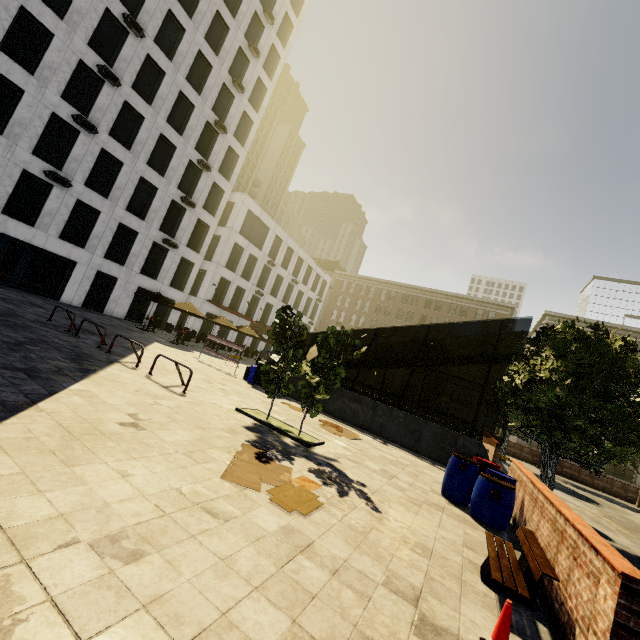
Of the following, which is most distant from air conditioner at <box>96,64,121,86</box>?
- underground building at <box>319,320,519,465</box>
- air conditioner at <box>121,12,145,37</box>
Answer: underground building at <box>319,320,519,465</box>

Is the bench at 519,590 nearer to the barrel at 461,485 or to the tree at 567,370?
the barrel at 461,485

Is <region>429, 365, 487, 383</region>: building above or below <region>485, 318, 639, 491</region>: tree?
above

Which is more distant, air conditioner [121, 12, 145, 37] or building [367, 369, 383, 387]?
building [367, 369, 383, 387]

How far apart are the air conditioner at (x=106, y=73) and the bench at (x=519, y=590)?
29.6m

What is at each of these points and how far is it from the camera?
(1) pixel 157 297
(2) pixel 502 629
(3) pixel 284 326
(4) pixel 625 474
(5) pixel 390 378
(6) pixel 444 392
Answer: (1) umbrella, 22.7 meters
(2) cone, 3.1 meters
(3) tree, 8.4 meters
(4) building, 49.2 meters
(5) building, 53.7 meters
(6) building, 49.5 meters

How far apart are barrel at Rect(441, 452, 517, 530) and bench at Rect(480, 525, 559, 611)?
1.4m

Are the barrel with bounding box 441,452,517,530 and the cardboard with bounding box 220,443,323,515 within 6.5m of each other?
yes
